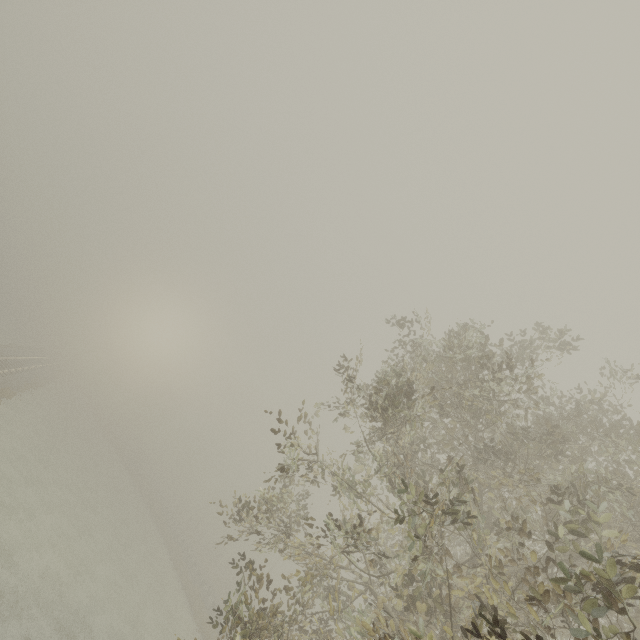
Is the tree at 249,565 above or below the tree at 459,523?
below

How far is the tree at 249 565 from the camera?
6.8 meters

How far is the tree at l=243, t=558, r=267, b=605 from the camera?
6.8 meters

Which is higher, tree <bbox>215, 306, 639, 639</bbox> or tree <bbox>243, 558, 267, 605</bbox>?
→ tree <bbox>215, 306, 639, 639</bbox>

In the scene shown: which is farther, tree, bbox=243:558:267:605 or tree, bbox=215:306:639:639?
tree, bbox=243:558:267:605

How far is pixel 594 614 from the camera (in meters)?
2.95
